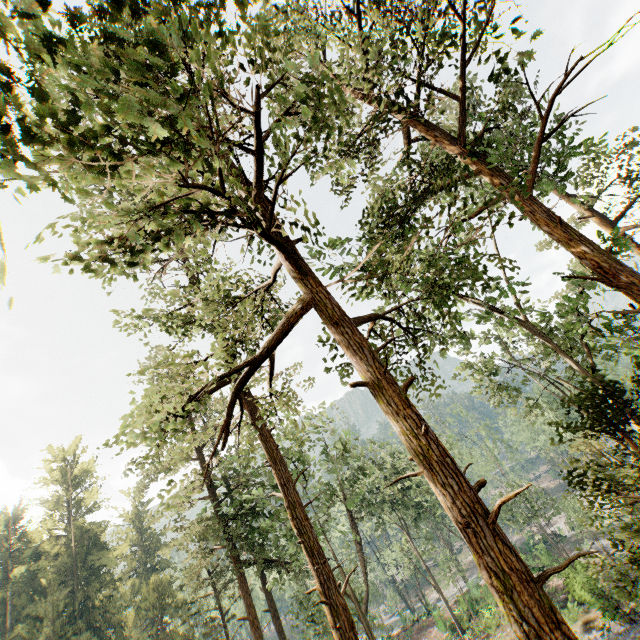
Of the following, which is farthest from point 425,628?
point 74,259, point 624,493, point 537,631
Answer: point 74,259
